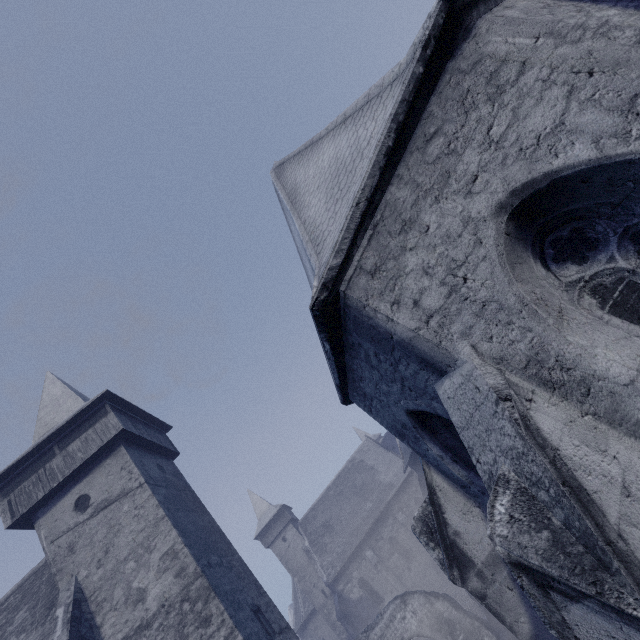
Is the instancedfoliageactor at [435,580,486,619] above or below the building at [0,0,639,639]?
below

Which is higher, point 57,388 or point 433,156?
point 57,388

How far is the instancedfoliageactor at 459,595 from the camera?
Answer: 16.55m

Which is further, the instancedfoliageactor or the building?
the instancedfoliageactor

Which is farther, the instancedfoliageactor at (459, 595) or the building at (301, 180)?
the instancedfoliageactor at (459, 595)

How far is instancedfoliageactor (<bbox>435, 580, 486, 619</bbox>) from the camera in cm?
1655
